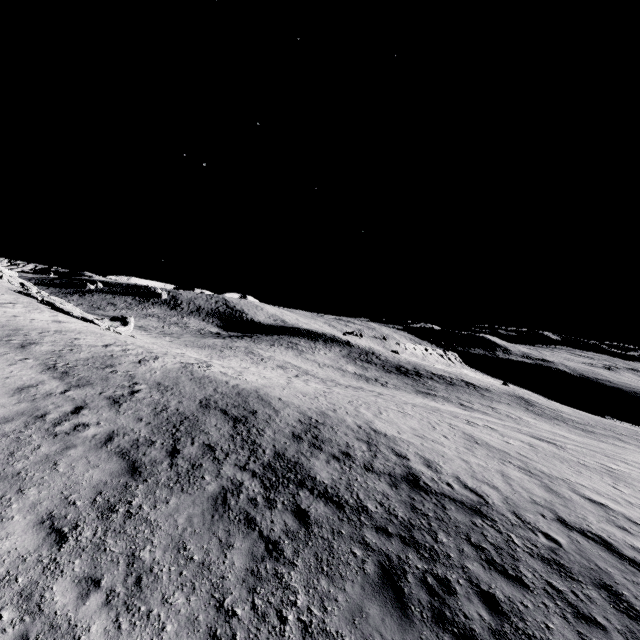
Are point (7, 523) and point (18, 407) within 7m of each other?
yes
